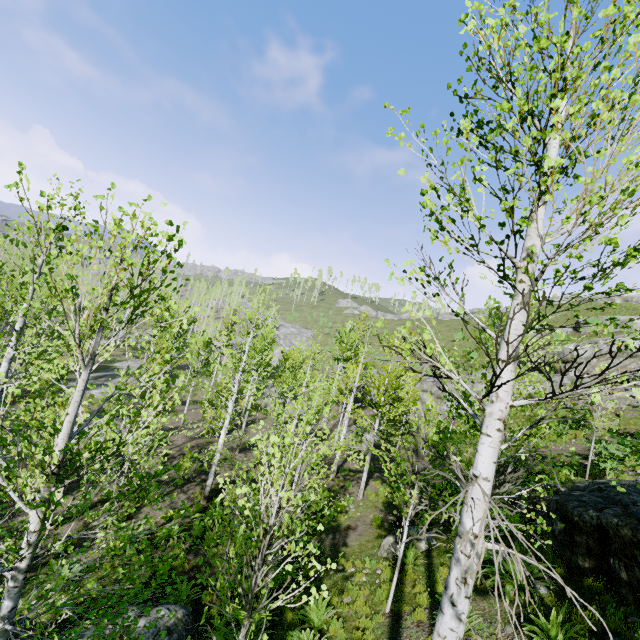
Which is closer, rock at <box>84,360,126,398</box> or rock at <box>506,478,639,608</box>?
rock at <box>506,478,639,608</box>

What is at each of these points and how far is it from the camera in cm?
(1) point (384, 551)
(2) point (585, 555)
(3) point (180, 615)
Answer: (1) rock, 1082
(2) rock, 757
(3) rock, 767

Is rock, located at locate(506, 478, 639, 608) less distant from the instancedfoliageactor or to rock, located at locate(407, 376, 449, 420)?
the instancedfoliageactor

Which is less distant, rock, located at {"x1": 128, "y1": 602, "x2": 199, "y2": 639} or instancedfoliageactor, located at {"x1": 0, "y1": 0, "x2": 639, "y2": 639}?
instancedfoliageactor, located at {"x1": 0, "y1": 0, "x2": 639, "y2": 639}

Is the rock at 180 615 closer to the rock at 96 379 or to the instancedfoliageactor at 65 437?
the instancedfoliageactor at 65 437

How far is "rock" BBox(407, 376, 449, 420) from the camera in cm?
2769

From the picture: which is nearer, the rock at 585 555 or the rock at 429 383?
the rock at 585 555

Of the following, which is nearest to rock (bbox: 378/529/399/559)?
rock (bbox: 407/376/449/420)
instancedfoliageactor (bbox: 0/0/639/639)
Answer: instancedfoliageactor (bbox: 0/0/639/639)
